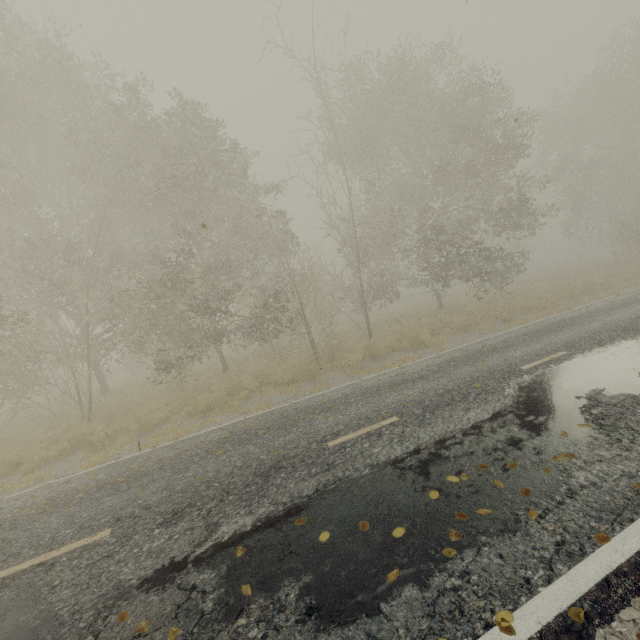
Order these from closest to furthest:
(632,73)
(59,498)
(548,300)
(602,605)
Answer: (602,605), (59,498), (548,300), (632,73)

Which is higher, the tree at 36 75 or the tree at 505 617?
the tree at 36 75

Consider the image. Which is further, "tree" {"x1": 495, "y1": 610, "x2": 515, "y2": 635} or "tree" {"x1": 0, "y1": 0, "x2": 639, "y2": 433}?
"tree" {"x1": 0, "y1": 0, "x2": 639, "y2": 433}

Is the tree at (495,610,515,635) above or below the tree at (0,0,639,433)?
below

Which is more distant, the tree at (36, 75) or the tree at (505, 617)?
the tree at (36, 75)
